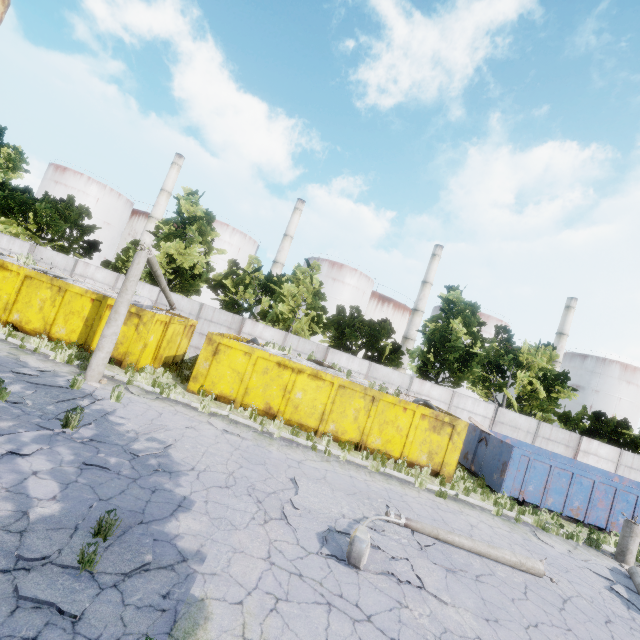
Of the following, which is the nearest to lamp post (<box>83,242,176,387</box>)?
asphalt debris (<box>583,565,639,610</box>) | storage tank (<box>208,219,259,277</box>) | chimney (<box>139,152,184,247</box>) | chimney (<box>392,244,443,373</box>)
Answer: asphalt debris (<box>583,565,639,610</box>)

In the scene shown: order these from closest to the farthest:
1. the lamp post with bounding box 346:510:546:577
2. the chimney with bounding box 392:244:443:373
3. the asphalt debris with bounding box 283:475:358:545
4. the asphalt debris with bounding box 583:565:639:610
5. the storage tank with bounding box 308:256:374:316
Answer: the lamp post with bounding box 346:510:546:577 → the asphalt debris with bounding box 283:475:358:545 → the asphalt debris with bounding box 583:565:639:610 → the chimney with bounding box 392:244:443:373 → the storage tank with bounding box 308:256:374:316

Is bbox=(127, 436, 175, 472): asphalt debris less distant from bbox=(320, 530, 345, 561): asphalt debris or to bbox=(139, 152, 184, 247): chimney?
bbox=(320, 530, 345, 561): asphalt debris

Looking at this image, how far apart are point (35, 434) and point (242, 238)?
50.2m

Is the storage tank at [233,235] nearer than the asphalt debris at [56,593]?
No

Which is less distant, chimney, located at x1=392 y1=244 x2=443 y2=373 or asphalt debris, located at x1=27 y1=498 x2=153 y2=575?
asphalt debris, located at x1=27 y1=498 x2=153 y2=575

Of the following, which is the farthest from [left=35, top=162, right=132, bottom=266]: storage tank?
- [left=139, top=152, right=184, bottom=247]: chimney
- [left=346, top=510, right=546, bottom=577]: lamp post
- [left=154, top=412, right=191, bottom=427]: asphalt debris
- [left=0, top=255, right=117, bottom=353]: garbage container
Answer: [left=346, top=510, right=546, bottom=577]: lamp post

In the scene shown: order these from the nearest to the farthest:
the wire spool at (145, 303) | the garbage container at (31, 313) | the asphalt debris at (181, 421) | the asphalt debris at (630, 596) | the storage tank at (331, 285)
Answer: the asphalt debris at (630, 596), the asphalt debris at (181, 421), the garbage container at (31, 313), the wire spool at (145, 303), the storage tank at (331, 285)
